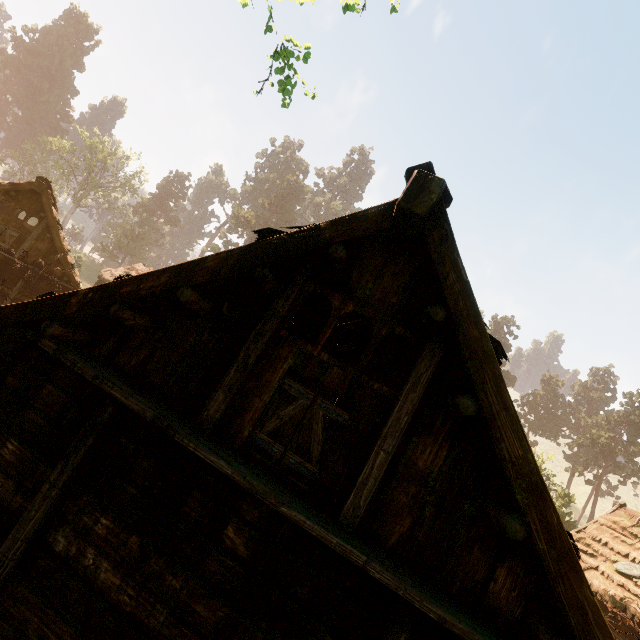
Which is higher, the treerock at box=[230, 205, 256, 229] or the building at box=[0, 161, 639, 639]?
the treerock at box=[230, 205, 256, 229]

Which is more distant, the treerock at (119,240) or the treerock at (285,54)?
the treerock at (119,240)

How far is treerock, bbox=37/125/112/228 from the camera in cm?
5456

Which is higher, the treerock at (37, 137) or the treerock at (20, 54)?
the treerock at (20, 54)

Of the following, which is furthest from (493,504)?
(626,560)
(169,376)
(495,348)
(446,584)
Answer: (626,560)

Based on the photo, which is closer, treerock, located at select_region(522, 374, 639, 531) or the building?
the building

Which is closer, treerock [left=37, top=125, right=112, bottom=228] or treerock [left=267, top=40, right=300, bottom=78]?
treerock [left=267, top=40, right=300, bottom=78]
